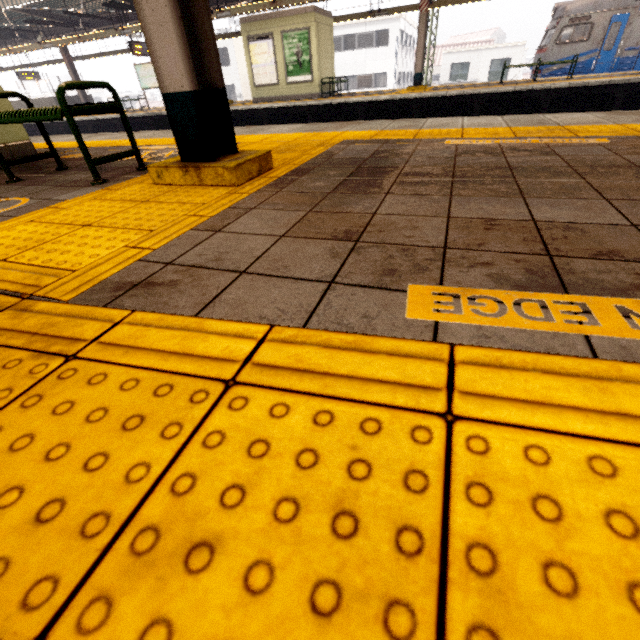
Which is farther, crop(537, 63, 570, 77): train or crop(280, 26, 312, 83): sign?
crop(537, 63, 570, 77): train

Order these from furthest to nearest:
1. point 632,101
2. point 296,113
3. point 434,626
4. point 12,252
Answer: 1. point 296,113
2. point 632,101
3. point 12,252
4. point 434,626

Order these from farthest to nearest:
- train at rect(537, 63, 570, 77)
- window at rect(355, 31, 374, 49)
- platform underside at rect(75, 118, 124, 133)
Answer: window at rect(355, 31, 374, 49)
platform underside at rect(75, 118, 124, 133)
train at rect(537, 63, 570, 77)

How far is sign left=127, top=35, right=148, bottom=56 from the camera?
14.45m

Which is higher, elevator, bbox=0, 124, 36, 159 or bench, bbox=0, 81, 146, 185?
bench, bbox=0, 81, 146, 185

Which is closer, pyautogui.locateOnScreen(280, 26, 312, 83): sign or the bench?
the bench

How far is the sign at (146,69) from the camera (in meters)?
16.86

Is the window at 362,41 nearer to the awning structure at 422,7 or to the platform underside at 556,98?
the awning structure at 422,7
